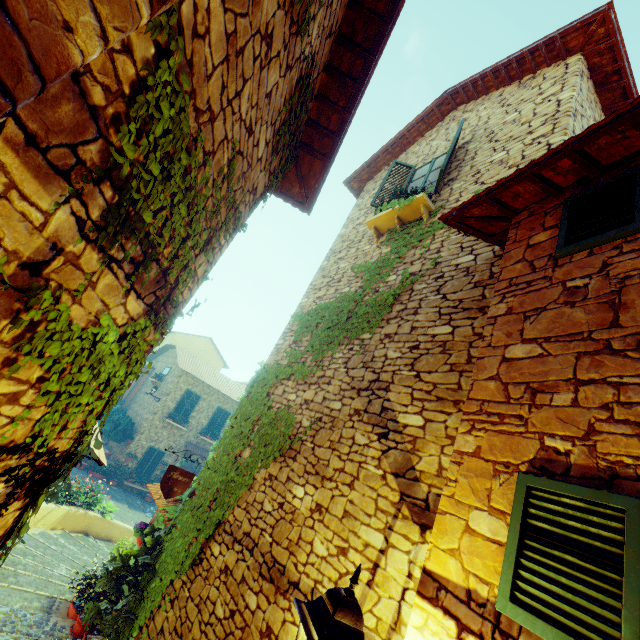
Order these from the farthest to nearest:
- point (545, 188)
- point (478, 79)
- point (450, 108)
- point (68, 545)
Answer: point (68, 545) < point (450, 108) < point (478, 79) < point (545, 188)

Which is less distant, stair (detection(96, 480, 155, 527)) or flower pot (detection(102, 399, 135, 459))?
stair (detection(96, 480, 155, 527))

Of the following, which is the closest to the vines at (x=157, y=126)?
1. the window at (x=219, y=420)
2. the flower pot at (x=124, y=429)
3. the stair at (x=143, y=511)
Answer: the stair at (x=143, y=511)

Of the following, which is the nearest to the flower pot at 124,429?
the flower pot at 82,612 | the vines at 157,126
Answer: the vines at 157,126

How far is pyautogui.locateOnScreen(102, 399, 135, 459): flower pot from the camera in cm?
1811

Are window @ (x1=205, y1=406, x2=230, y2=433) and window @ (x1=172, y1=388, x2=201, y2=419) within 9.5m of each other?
yes

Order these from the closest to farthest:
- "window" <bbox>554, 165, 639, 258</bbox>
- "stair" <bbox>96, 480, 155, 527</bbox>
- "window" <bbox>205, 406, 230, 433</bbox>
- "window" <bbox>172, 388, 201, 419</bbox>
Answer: "window" <bbox>554, 165, 639, 258</bbox>, "stair" <bbox>96, 480, 155, 527</bbox>, "window" <bbox>172, 388, 201, 419</bbox>, "window" <bbox>205, 406, 230, 433</bbox>

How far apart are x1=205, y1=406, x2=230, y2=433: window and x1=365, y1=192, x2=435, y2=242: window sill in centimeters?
1825cm
